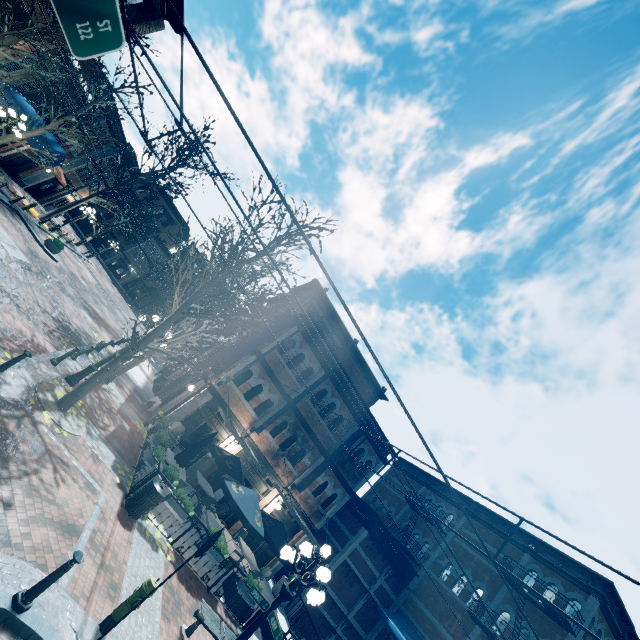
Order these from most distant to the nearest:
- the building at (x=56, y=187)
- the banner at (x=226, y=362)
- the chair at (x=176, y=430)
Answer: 1. the building at (x=56, y=187)
2. the banner at (x=226, y=362)
3. the chair at (x=176, y=430)

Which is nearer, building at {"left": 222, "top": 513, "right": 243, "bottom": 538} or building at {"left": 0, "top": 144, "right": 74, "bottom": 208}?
building at {"left": 222, "top": 513, "right": 243, "bottom": 538}

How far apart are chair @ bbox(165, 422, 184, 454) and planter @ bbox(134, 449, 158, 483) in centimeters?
368cm

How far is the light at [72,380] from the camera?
10.6 meters

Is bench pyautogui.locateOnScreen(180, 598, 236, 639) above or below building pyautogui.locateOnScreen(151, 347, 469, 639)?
below

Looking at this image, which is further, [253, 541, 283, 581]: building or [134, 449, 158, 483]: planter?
[253, 541, 283, 581]: building

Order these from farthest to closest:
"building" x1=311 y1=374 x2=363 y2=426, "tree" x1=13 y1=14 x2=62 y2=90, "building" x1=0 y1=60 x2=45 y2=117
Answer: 1. "building" x1=311 y1=374 x2=363 y2=426
2. "building" x1=0 y1=60 x2=45 y2=117
3. "tree" x1=13 y1=14 x2=62 y2=90

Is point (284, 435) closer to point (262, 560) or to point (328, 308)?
point (262, 560)
